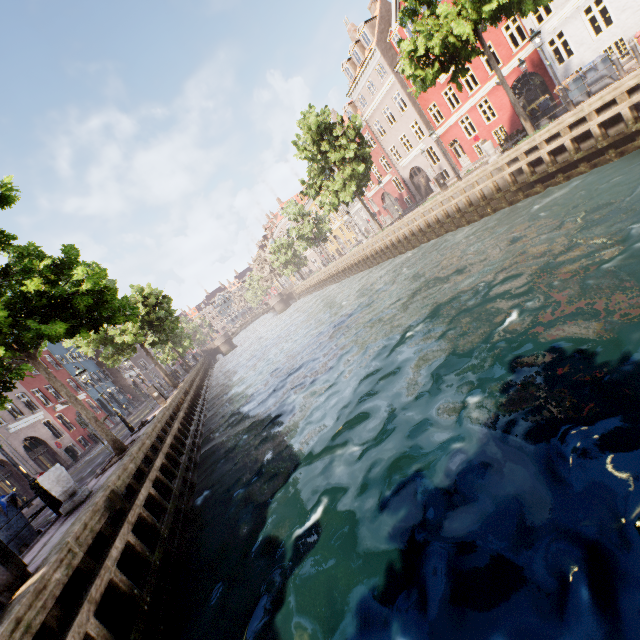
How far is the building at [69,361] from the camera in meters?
31.1 m

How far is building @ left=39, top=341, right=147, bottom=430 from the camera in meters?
31.1

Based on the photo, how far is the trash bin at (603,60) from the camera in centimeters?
1316cm

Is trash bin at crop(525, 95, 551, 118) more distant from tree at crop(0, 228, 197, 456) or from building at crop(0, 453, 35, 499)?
building at crop(0, 453, 35, 499)

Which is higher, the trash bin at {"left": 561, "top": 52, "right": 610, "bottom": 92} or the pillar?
the trash bin at {"left": 561, "top": 52, "right": 610, "bottom": 92}

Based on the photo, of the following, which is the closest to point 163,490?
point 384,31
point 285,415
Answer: point 285,415

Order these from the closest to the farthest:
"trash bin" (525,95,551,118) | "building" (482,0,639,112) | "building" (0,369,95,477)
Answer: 1. "trash bin" (525,95,551,118)
2. "building" (482,0,639,112)
3. "building" (0,369,95,477)

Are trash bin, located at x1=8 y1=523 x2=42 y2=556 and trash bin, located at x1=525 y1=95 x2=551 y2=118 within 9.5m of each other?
no
